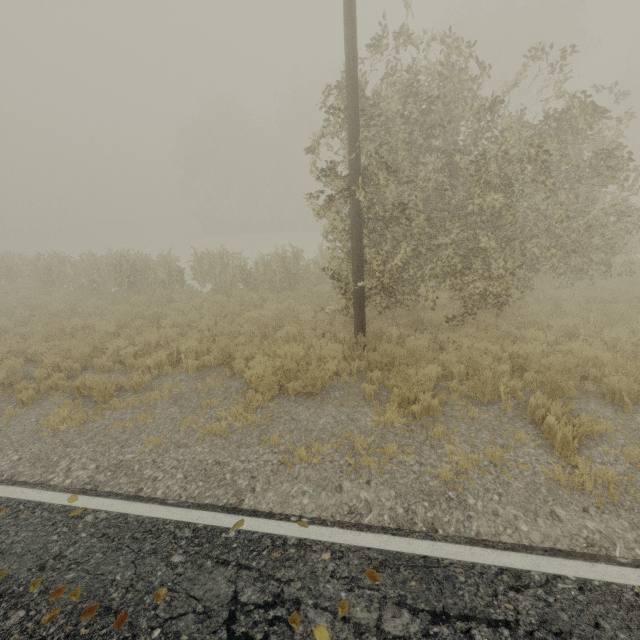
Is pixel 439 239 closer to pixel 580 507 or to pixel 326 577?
pixel 580 507

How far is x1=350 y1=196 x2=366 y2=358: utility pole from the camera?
6.9 meters

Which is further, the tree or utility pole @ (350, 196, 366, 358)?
utility pole @ (350, 196, 366, 358)

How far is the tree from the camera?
5.2 meters

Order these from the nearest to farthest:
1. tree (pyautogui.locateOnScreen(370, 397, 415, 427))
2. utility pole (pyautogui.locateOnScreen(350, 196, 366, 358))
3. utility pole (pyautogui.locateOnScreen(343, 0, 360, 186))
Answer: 1. tree (pyautogui.locateOnScreen(370, 397, 415, 427))
2. utility pole (pyautogui.locateOnScreen(343, 0, 360, 186))
3. utility pole (pyautogui.locateOnScreen(350, 196, 366, 358))

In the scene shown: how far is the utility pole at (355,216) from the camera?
6.9 meters

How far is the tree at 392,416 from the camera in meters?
5.2
